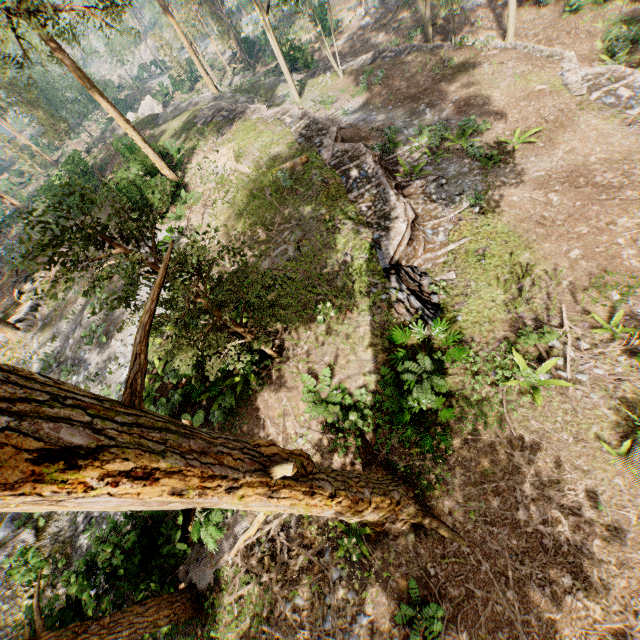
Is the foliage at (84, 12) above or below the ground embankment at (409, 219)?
above

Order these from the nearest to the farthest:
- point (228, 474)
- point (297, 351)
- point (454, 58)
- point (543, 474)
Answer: point (228, 474)
point (543, 474)
point (297, 351)
point (454, 58)

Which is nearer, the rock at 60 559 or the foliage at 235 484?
the foliage at 235 484

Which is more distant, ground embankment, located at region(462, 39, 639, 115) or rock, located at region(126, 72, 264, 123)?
rock, located at region(126, 72, 264, 123)

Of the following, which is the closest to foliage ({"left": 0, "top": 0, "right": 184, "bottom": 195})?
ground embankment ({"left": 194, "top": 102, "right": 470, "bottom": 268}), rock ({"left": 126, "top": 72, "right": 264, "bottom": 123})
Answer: rock ({"left": 126, "top": 72, "right": 264, "bottom": 123})

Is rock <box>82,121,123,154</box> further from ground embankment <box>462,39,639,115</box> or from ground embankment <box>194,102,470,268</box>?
ground embankment <box>462,39,639,115</box>

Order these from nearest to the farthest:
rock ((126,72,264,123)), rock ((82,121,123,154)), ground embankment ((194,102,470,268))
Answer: ground embankment ((194,102,470,268))
rock ((126,72,264,123))
rock ((82,121,123,154))

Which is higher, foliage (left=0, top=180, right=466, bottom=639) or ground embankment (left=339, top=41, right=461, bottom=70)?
foliage (left=0, top=180, right=466, bottom=639)
